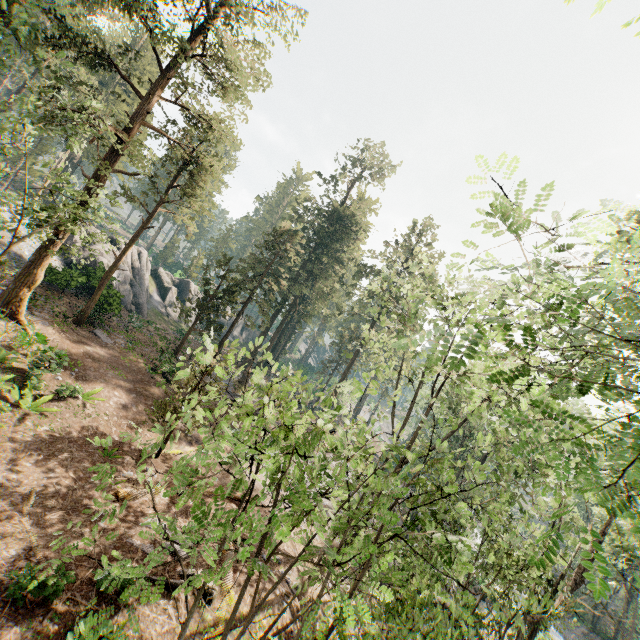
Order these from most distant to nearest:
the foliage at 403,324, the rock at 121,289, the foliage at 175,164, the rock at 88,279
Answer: the rock at 121,289 → the rock at 88,279 → the foliage at 175,164 → the foliage at 403,324

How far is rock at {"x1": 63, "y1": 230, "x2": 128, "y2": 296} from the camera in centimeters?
2727cm

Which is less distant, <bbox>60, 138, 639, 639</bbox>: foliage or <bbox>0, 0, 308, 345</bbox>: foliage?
<bbox>60, 138, 639, 639</bbox>: foliage

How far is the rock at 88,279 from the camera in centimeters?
2727cm

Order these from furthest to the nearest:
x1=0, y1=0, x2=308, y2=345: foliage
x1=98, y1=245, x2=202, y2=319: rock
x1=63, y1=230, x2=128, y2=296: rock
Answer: x1=98, y1=245, x2=202, y2=319: rock
x1=63, y1=230, x2=128, y2=296: rock
x1=0, y1=0, x2=308, y2=345: foliage

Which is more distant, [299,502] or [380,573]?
[380,573]

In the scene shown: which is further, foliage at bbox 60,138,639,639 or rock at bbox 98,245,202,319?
rock at bbox 98,245,202,319

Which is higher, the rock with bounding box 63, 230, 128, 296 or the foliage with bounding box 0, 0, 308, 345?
the foliage with bounding box 0, 0, 308, 345
